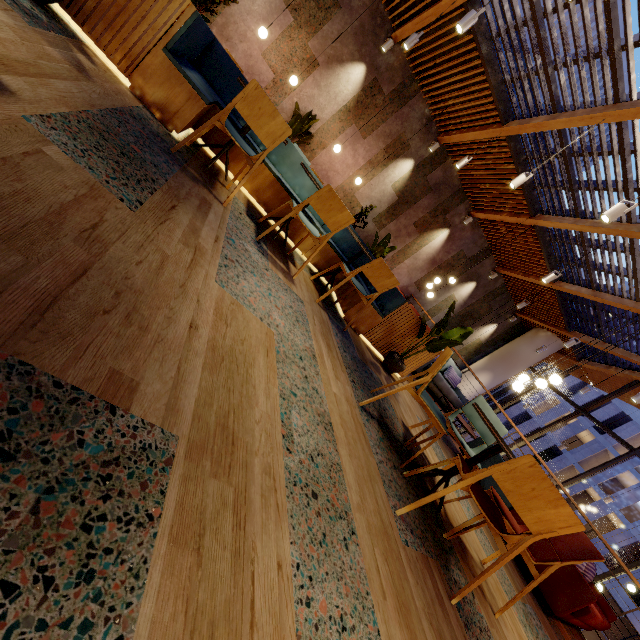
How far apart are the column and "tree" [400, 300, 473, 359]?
10.04m

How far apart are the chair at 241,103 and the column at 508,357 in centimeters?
1296cm

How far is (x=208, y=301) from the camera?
1.6 meters

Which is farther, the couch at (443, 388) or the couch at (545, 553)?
the couch at (443, 388)

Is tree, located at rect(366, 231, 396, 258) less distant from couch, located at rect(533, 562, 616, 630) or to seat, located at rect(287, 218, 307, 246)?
seat, located at rect(287, 218, 307, 246)

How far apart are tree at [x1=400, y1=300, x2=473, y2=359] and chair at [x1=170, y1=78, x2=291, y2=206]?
2.83m

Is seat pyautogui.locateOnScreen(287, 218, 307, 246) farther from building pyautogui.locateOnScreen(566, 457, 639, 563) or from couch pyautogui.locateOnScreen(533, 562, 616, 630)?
building pyautogui.locateOnScreen(566, 457, 639, 563)

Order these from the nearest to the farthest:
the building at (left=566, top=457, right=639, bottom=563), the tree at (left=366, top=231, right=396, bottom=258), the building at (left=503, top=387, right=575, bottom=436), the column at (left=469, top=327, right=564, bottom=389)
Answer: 1. the tree at (left=366, top=231, right=396, bottom=258)
2. the column at (left=469, top=327, right=564, bottom=389)
3. the building at (left=566, top=457, right=639, bottom=563)
4. the building at (left=503, top=387, right=575, bottom=436)
